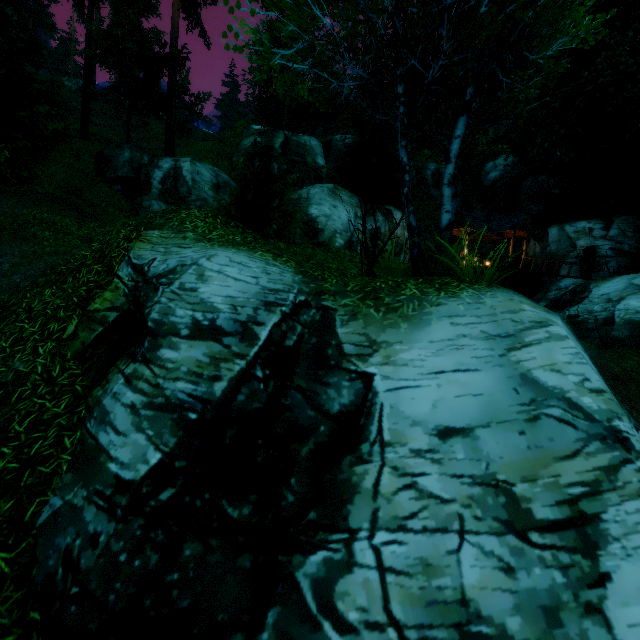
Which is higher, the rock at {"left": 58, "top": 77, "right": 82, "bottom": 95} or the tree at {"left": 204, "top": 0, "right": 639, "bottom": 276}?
the rock at {"left": 58, "top": 77, "right": 82, "bottom": 95}

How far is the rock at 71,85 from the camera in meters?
36.0

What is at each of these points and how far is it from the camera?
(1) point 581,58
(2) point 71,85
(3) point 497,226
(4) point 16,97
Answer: (1) tree, 20.92m
(2) rock, 36.41m
(3) building, 25.17m
(4) tree, 14.53m

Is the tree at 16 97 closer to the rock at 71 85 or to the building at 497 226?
the building at 497 226

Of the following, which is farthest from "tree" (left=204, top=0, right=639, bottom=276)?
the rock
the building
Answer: the rock

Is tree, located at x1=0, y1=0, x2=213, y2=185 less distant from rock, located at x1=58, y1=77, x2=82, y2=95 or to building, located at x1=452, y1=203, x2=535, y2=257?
building, located at x1=452, y1=203, x2=535, y2=257

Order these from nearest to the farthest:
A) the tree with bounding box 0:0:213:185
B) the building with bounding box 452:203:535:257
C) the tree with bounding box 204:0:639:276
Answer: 1. the tree with bounding box 204:0:639:276
2. the tree with bounding box 0:0:213:185
3. the building with bounding box 452:203:535:257
